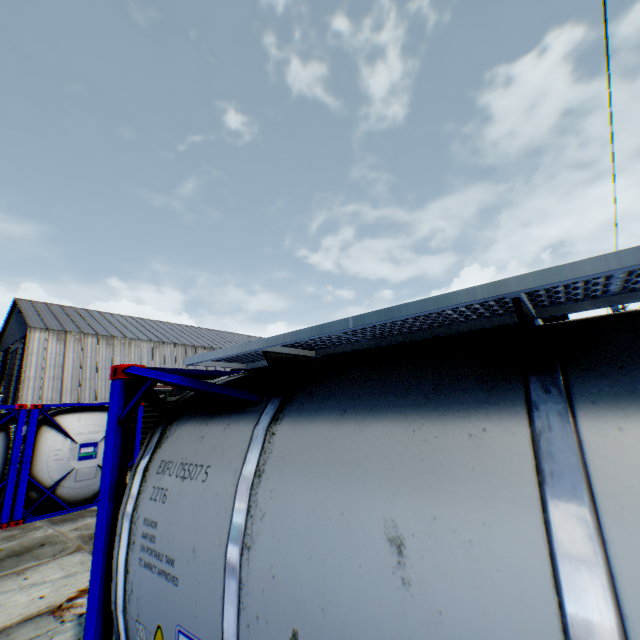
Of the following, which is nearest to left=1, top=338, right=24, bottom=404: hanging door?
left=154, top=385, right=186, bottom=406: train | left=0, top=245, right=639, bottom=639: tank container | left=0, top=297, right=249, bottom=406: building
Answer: left=0, top=297, right=249, bottom=406: building

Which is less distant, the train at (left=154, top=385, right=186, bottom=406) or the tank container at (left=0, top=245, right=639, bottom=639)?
the tank container at (left=0, top=245, right=639, bottom=639)

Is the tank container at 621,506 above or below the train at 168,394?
below

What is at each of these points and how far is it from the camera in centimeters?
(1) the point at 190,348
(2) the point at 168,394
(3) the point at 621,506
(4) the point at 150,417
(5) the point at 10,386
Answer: (1) building, 4356cm
(2) train, 1460cm
(3) tank container, 92cm
(4) train, 1546cm
(5) hanging door, 3331cm

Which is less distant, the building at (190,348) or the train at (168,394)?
the train at (168,394)

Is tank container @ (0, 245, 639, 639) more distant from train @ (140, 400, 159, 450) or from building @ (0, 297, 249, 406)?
building @ (0, 297, 249, 406)

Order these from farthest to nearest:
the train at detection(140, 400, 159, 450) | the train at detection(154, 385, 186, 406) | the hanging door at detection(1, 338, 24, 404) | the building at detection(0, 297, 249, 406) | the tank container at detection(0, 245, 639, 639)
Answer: the hanging door at detection(1, 338, 24, 404) → the building at detection(0, 297, 249, 406) → the train at detection(140, 400, 159, 450) → the train at detection(154, 385, 186, 406) → the tank container at detection(0, 245, 639, 639)
